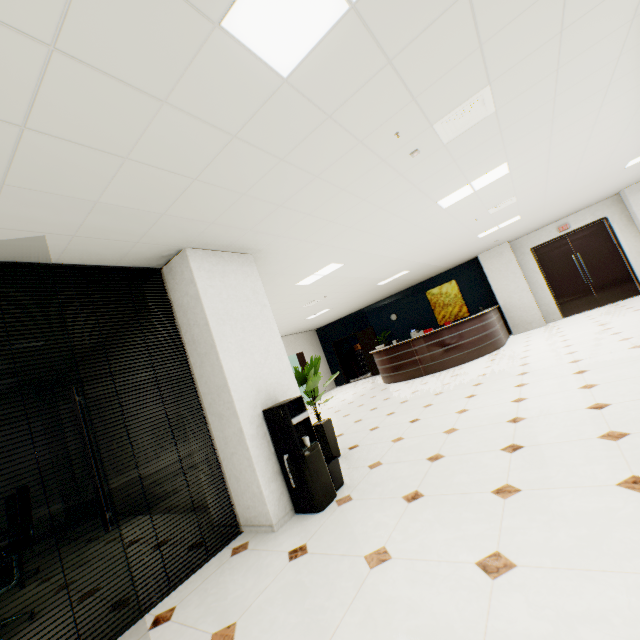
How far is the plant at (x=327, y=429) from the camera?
4.5 meters

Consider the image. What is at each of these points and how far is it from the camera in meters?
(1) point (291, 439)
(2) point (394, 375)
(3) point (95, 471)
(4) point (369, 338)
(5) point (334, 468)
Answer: (1) water cooler, 3.2
(2) reception desk, 9.8
(3) door, 2.2
(4) door, 13.8
(5) trash can, 3.5

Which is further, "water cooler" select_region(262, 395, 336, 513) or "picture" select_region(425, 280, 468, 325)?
"picture" select_region(425, 280, 468, 325)

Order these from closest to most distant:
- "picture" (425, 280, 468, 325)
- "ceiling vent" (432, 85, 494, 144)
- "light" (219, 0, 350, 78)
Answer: "light" (219, 0, 350, 78)
"ceiling vent" (432, 85, 494, 144)
"picture" (425, 280, 468, 325)

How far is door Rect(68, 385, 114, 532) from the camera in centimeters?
212cm

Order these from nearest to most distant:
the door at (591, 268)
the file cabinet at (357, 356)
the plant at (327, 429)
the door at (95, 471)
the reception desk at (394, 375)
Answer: the door at (95, 471)
the plant at (327, 429)
the reception desk at (394, 375)
the door at (591, 268)
the file cabinet at (357, 356)

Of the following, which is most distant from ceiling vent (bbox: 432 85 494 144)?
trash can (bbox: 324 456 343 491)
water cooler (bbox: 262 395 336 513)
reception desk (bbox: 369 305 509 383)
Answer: reception desk (bbox: 369 305 509 383)

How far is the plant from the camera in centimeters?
447cm
